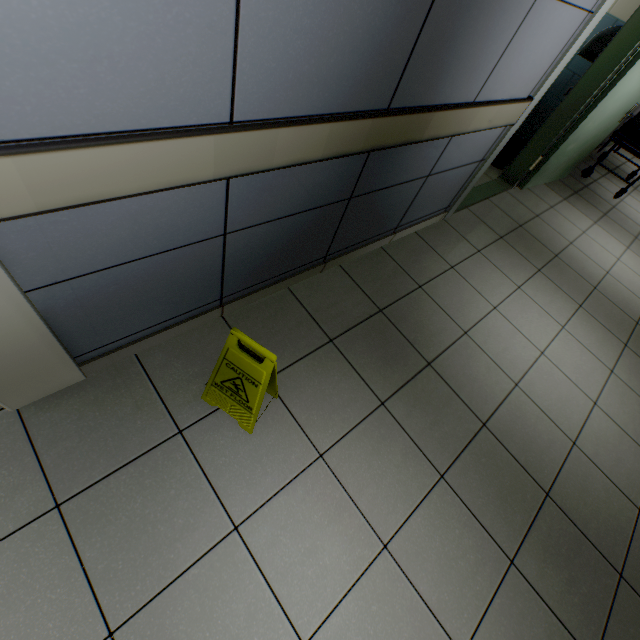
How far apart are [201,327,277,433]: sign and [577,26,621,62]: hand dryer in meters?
4.5 m

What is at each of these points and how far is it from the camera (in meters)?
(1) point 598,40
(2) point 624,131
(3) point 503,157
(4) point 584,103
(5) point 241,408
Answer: (1) hand dryer, 3.19
(2) emergency stretcher, 4.46
(3) garbage can, 4.34
(4) door, 3.35
(5) sign, 1.52

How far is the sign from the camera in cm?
Result: 125

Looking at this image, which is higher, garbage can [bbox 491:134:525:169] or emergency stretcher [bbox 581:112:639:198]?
emergency stretcher [bbox 581:112:639:198]

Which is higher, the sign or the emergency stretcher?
the emergency stretcher

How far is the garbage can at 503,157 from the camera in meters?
4.1 m

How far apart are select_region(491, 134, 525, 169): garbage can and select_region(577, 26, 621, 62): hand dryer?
0.94m

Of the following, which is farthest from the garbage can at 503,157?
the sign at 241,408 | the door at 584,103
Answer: the sign at 241,408
